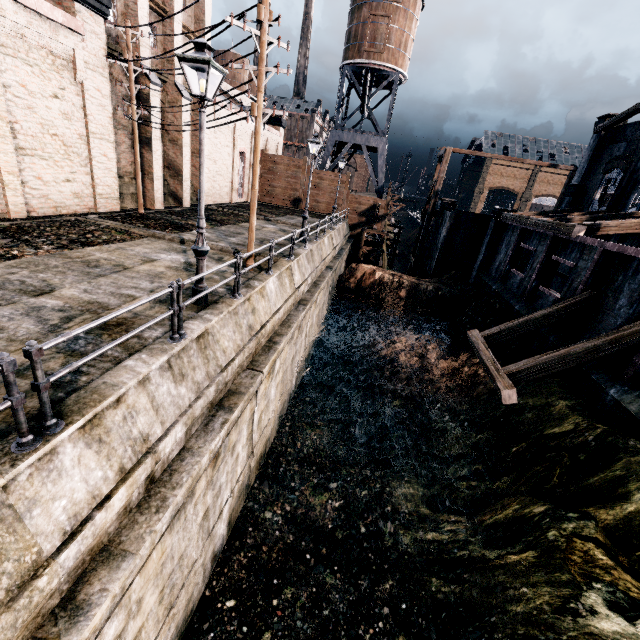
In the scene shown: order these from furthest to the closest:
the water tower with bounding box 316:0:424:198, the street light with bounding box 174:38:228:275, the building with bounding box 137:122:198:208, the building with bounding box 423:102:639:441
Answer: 1. the water tower with bounding box 316:0:424:198
2. the building with bounding box 137:122:198:208
3. the building with bounding box 423:102:639:441
4. the street light with bounding box 174:38:228:275

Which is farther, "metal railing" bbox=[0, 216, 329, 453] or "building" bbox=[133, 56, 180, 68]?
"building" bbox=[133, 56, 180, 68]

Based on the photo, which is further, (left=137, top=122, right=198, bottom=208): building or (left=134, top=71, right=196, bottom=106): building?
(left=137, top=122, right=198, bottom=208): building

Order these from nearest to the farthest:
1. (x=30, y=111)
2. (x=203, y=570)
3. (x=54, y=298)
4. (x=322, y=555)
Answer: (x=54, y=298) < (x=203, y=570) < (x=322, y=555) < (x=30, y=111)

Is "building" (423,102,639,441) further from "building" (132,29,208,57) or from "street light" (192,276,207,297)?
"building" (132,29,208,57)

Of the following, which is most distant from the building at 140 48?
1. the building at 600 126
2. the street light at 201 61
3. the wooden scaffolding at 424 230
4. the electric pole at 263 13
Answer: the building at 600 126

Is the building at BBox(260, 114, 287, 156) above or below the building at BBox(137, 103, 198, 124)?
above

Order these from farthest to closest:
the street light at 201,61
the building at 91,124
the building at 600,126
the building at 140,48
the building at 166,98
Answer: the building at 166,98
the building at 140,48
the building at 91,124
the building at 600,126
the street light at 201,61
